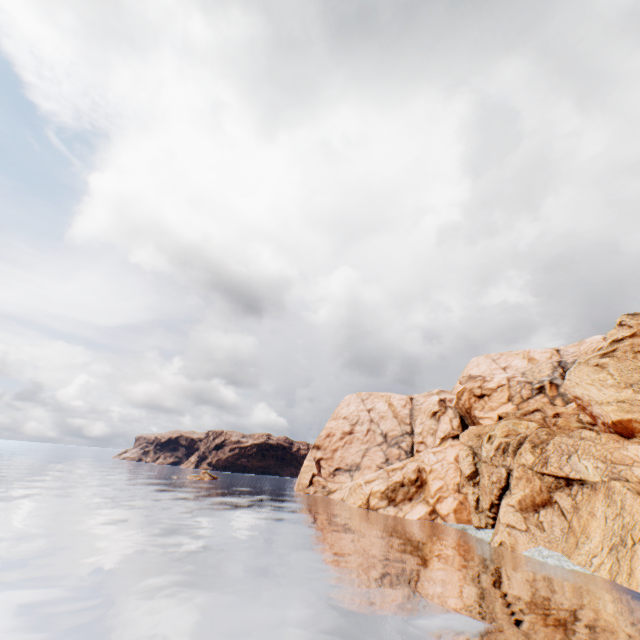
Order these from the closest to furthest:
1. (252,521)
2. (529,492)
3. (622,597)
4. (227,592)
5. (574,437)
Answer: (227,592)
(622,597)
(252,521)
(529,492)
(574,437)
